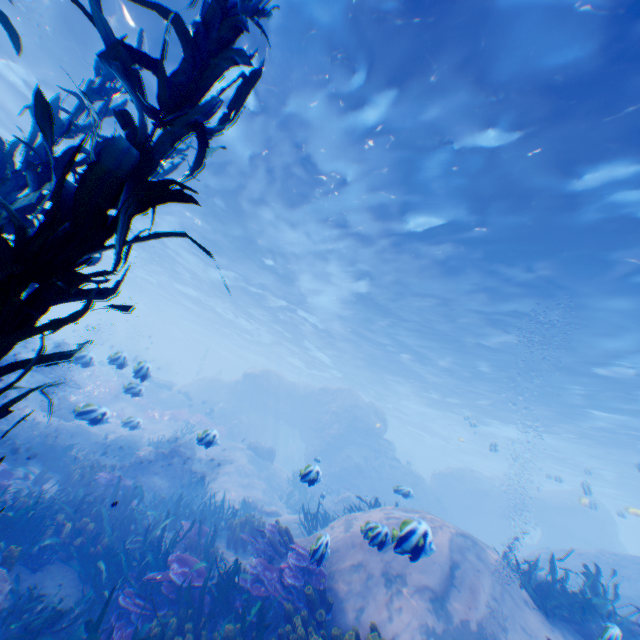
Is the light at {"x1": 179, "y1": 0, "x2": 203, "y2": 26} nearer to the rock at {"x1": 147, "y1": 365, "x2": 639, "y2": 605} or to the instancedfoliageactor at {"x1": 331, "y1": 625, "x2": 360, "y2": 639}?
the rock at {"x1": 147, "y1": 365, "x2": 639, "y2": 605}

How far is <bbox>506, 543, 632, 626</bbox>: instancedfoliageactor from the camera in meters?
6.3 m

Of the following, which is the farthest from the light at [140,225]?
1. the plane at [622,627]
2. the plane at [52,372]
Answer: the plane at [52,372]

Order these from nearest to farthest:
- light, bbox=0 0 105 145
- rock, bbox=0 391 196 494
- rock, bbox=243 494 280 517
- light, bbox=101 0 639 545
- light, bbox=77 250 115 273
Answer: light, bbox=101 0 639 545
light, bbox=0 0 105 145
rock, bbox=0 391 196 494
rock, bbox=243 494 280 517
light, bbox=77 250 115 273

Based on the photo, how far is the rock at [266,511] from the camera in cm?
1402

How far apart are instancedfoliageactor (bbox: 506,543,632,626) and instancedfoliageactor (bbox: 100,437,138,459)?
15.6 meters

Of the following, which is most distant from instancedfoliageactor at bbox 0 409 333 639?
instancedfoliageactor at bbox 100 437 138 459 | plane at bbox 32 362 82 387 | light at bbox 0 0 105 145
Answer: light at bbox 0 0 105 145

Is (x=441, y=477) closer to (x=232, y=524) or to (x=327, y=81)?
(x=232, y=524)
